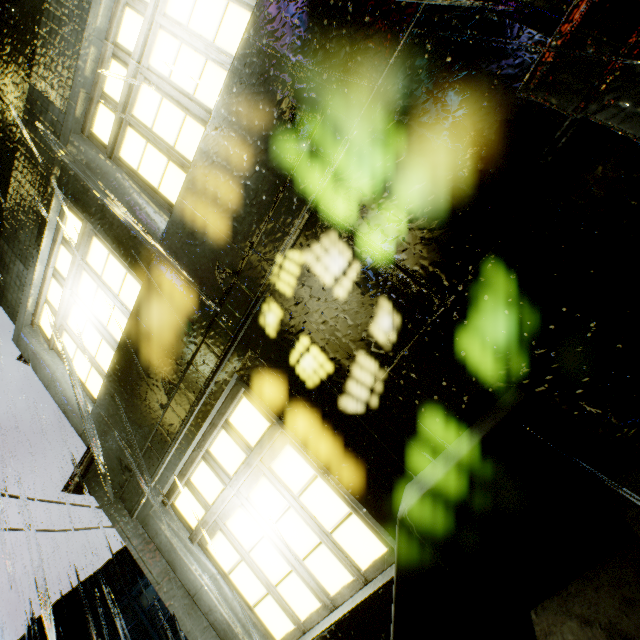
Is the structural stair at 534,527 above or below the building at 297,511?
below

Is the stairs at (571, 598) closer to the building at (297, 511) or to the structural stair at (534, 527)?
the structural stair at (534, 527)

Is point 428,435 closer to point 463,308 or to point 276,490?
point 463,308

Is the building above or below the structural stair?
above

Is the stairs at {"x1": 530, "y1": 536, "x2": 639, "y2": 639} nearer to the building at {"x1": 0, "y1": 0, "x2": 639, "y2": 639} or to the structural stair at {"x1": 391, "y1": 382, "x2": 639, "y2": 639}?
the structural stair at {"x1": 391, "y1": 382, "x2": 639, "y2": 639}

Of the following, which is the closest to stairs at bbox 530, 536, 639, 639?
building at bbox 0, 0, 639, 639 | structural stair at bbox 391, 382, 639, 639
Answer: structural stair at bbox 391, 382, 639, 639

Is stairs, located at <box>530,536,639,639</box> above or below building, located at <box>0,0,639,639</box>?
below
